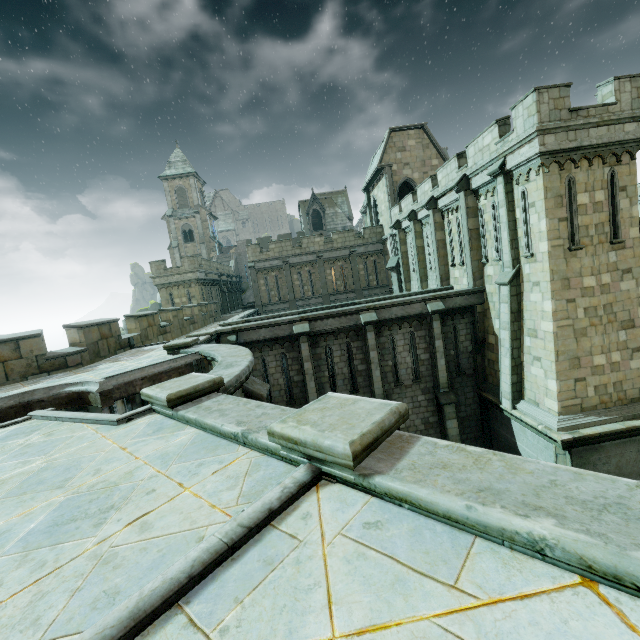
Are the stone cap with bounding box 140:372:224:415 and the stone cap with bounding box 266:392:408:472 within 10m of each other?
yes

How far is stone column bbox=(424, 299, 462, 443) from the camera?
15.4m

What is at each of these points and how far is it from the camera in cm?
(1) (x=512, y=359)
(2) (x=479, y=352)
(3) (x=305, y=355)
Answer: (1) stone column, 1336
(2) stone column, 1603
(3) stone column, 1517

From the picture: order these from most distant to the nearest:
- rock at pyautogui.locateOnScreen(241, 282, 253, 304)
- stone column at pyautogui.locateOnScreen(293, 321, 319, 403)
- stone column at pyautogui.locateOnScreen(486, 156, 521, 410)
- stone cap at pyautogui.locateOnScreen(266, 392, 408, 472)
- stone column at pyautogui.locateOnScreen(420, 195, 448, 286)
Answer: rock at pyautogui.locateOnScreen(241, 282, 253, 304) → stone column at pyautogui.locateOnScreen(420, 195, 448, 286) → stone column at pyautogui.locateOnScreen(293, 321, 319, 403) → stone column at pyautogui.locateOnScreen(486, 156, 521, 410) → stone cap at pyautogui.locateOnScreen(266, 392, 408, 472)

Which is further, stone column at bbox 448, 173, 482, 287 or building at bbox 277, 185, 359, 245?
building at bbox 277, 185, 359, 245

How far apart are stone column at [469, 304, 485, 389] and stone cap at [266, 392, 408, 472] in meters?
14.3

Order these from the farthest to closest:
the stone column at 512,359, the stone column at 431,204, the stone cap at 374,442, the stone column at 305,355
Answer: the stone column at 431,204
the stone column at 305,355
the stone column at 512,359
the stone cap at 374,442

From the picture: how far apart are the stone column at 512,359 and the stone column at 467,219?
1.8m
